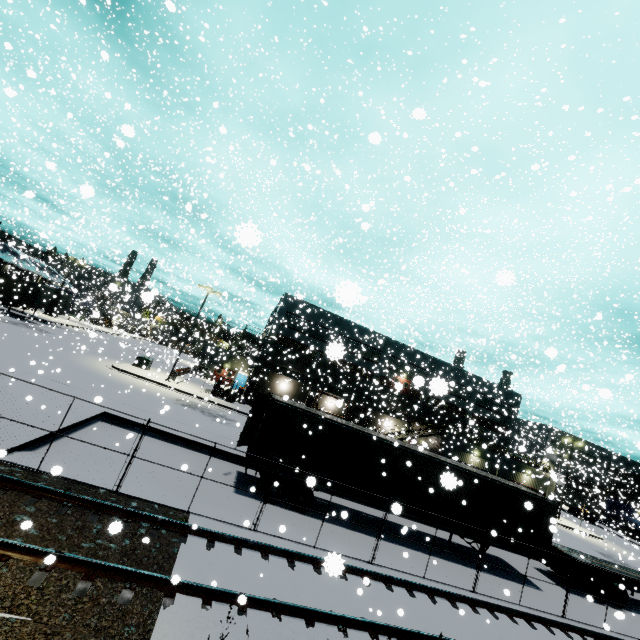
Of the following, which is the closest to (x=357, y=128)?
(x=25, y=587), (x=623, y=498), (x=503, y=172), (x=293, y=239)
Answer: (x=503, y=172)

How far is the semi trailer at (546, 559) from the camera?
15.32m

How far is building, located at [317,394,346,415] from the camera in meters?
7.2 m

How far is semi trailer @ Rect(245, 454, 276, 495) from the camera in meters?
13.2 m

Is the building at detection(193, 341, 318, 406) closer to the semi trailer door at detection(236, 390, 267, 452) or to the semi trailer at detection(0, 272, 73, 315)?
the semi trailer at detection(0, 272, 73, 315)

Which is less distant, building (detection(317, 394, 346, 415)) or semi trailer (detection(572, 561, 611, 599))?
building (detection(317, 394, 346, 415))

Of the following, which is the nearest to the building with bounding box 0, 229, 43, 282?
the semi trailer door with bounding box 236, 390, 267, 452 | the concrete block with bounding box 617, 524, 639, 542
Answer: the concrete block with bounding box 617, 524, 639, 542

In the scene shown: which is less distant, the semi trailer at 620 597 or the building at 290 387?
the semi trailer at 620 597
